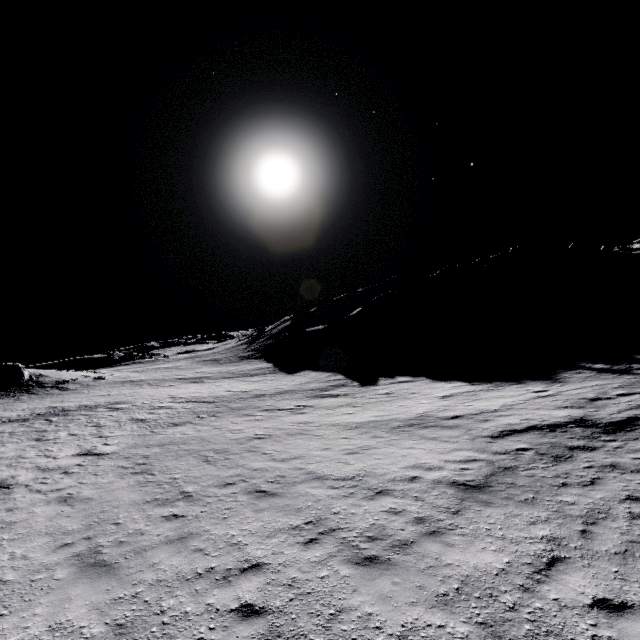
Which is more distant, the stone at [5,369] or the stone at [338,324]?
the stone at [338,324]

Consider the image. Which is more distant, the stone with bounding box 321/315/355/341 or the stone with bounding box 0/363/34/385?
the stone with bounding box 321/315/355/341

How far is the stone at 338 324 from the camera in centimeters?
5153cm

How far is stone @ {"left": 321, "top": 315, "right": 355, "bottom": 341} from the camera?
51.5 meters

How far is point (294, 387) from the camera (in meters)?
28.83

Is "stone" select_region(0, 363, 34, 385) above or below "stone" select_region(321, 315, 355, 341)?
above
